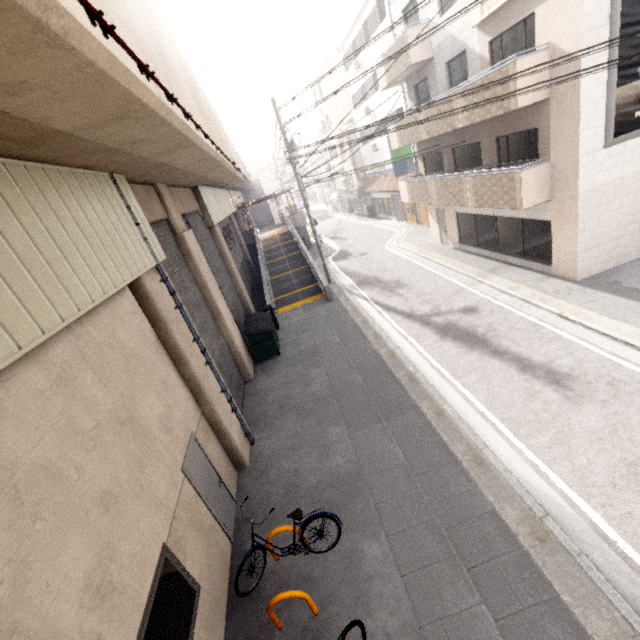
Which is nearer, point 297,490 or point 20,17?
point 20,17

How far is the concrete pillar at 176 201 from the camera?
8.5 meters

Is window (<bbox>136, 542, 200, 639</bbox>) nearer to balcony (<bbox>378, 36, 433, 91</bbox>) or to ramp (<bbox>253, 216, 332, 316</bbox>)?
ramp (<bbox>253, 216, 332, 316</bbox>)

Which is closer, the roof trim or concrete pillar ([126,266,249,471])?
concrete pillar ([126,266,249,471])

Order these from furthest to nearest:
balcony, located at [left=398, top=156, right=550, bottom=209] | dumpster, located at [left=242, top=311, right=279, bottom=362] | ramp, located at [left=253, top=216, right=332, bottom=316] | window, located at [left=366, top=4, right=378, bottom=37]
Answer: window, located at [left=366, top=4, right=378, bottom=37], ramp, located at [left=253, top=216, right=332, bottom=316], dumpster, located at [left=242, top=311, right=279, bottom=362], balcony, located at [left=398, top=156, right=550, bottom=209]

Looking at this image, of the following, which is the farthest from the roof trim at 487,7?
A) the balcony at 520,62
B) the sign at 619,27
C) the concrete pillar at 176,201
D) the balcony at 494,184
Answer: the concrete pillar at 176,201

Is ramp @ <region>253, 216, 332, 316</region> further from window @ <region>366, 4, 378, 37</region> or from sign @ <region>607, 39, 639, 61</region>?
window @ <region>366, 4, 378, 37</region>

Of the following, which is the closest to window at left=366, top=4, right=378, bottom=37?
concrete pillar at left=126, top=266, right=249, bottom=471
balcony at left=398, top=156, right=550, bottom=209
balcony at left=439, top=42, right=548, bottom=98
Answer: balcony at left=439, top=42, right=548, bottom=98
